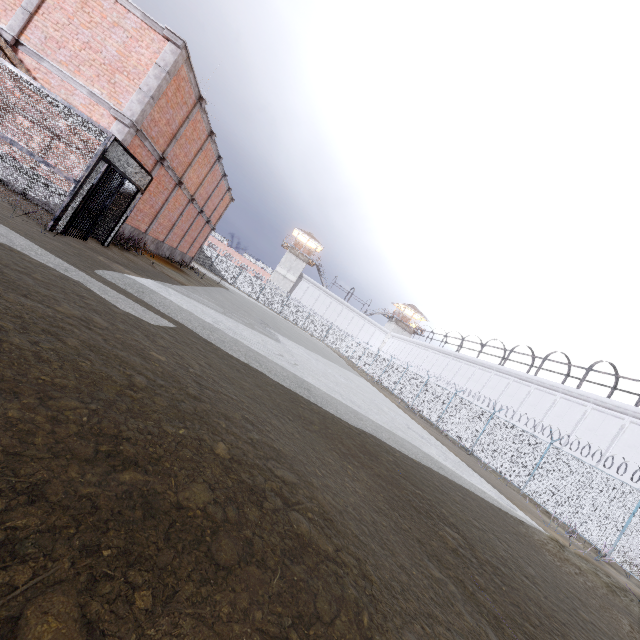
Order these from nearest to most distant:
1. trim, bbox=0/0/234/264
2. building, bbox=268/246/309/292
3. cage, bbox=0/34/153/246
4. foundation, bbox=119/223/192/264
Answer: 1. cage, bbox=0/34/153/246
2. trim, bbox=0/0/234/264
3. foundation, bbox=119/223/192/264
4. building, bbox=268/246/309/292

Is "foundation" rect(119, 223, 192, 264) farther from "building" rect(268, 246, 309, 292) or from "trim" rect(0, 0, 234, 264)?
"building" rect(268, 246, 309, 292)

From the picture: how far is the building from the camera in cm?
5544

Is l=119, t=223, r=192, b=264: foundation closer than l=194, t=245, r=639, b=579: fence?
No

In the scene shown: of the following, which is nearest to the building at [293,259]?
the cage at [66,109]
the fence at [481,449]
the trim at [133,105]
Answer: the fence at [481,449]

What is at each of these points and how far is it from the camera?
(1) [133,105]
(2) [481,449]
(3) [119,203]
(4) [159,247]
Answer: (1) trim, 10.6m
(2) fence, 19.1m
(3) cage, 10.9m
(4) foundation, 19.5m

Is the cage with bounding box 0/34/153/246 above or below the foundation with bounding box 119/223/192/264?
above

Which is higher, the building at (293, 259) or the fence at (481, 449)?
the building at (293, 259)
